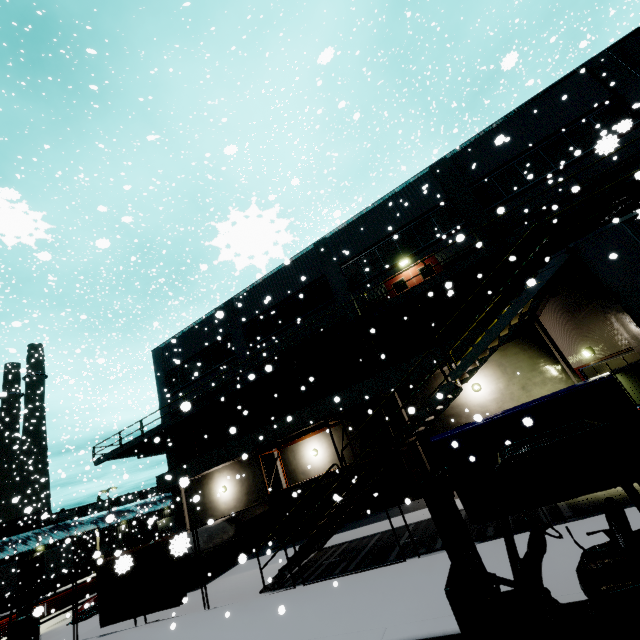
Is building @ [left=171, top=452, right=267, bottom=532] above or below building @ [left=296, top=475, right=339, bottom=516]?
above

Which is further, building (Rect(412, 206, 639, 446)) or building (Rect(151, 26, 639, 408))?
building (Rect(151, 26, 639, 408))

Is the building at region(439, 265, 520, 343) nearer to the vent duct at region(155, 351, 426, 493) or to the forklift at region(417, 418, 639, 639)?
the vent duct at region(155, 351, 426, 493)

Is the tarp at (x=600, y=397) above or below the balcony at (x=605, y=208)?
below

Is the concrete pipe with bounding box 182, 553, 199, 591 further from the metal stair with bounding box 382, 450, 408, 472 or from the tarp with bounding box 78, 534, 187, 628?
the metal stair with bounding box 382, 450, 408, 472

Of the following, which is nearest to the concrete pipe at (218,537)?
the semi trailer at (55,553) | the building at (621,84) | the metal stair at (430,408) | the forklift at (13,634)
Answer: the building at (621,84)

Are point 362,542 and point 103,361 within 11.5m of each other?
yes

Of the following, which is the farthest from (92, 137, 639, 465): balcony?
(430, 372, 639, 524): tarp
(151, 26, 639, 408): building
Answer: (430, 372, 639, 524): tarp
